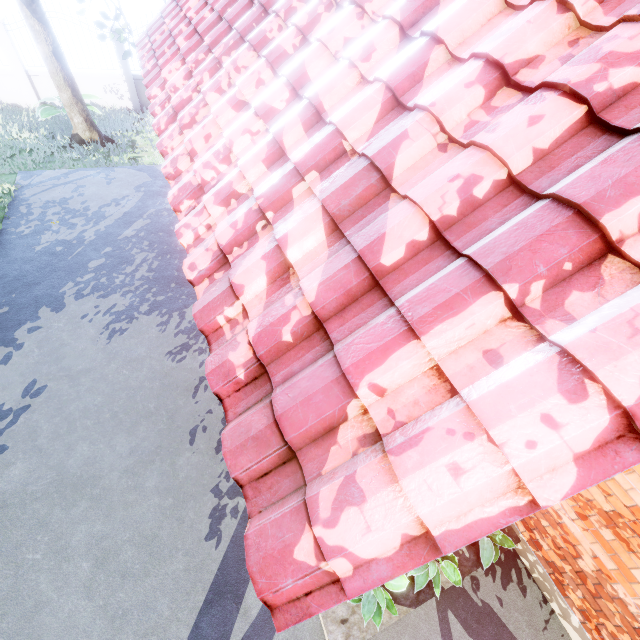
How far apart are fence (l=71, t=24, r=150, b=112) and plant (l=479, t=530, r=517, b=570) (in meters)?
15.48

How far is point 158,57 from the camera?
5.8 meters

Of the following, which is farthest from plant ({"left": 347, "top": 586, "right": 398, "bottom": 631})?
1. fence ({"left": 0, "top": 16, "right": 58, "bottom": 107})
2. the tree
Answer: fence ({"left": 0, "top": 16, "right": 58, "bottom": 107})

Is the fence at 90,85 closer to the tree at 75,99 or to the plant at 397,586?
the tree at 75,99

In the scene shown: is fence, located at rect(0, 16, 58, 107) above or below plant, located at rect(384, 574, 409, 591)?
above

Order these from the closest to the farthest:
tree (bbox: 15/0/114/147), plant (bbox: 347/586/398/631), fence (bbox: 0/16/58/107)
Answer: plant (bbox: 347/586/398/631) < tree (bbox: 15/0/114/147) < fence (bbox: 0/16/58/107)

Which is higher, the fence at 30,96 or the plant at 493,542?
the fence at 30,96
